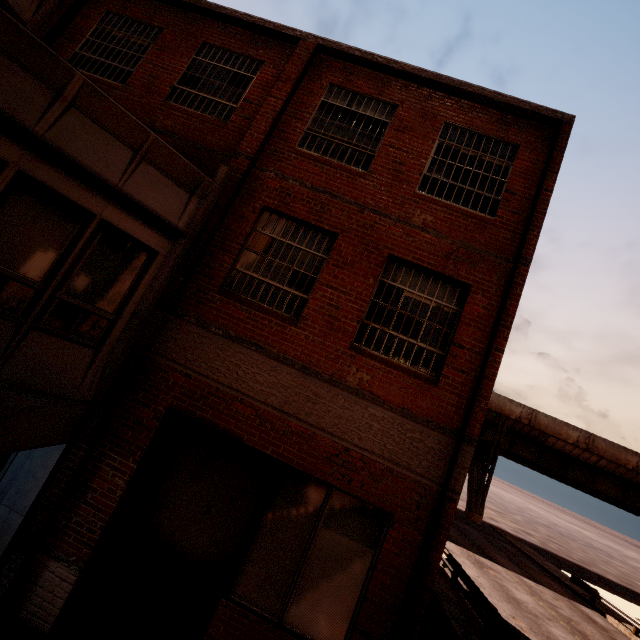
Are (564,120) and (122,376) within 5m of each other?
no
